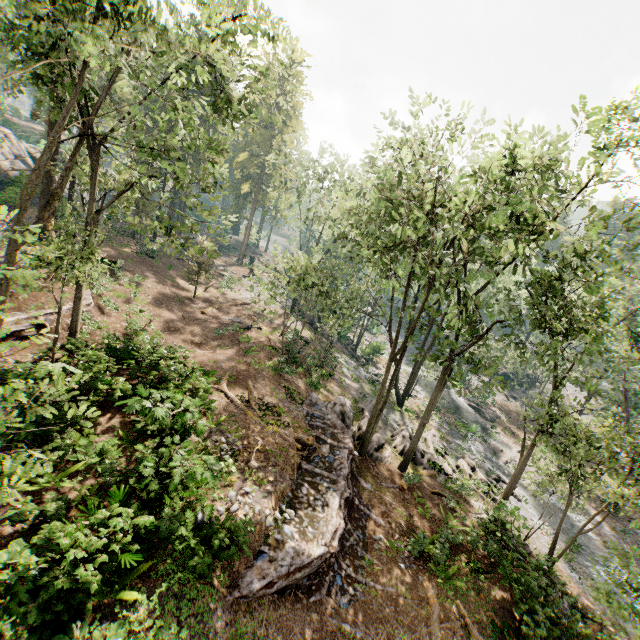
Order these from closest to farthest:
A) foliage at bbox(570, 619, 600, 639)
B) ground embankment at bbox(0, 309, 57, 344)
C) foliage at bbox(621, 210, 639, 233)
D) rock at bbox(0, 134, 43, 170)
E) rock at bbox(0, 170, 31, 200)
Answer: foliage at bbox(570, 619, 600, 639)
foliage at bbox(621, 210, 639, 233)
ground embankment at bbox(0, 309, 57, 344)
rock at bbox(0, 170, 31, 200)
rock at bbox(0, 134, 43, 170)

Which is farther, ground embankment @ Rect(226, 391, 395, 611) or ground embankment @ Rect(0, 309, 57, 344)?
ground embankment @ Rect(0, 309, 57, 344)

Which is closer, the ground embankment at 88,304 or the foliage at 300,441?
the foliage at 300,441

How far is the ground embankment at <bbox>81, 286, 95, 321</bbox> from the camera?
18.1m

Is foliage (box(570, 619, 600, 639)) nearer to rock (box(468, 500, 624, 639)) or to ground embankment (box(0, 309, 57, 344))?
rock (box(468, 500, 624, 639))

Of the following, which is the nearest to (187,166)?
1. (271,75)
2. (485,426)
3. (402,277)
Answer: (271,75)

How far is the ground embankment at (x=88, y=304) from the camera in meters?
18.1 m

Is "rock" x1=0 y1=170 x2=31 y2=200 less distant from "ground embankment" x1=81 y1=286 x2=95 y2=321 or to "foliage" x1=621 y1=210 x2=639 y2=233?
"foliage" x1=621 y1=210 x2=639 y2=233
